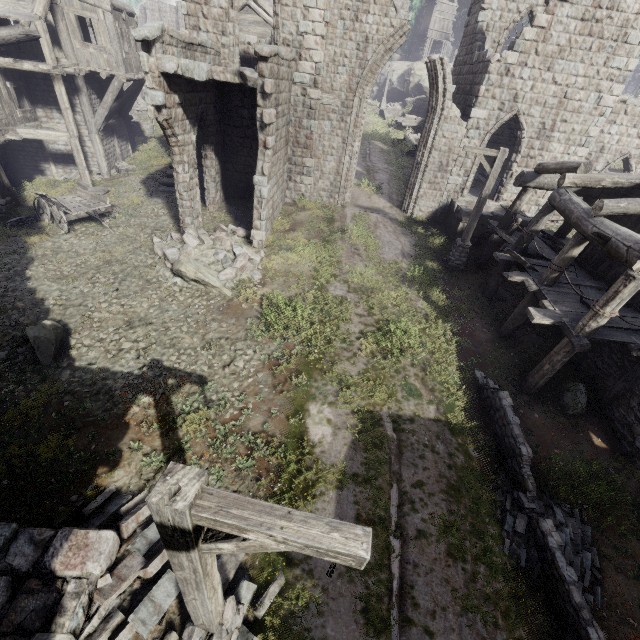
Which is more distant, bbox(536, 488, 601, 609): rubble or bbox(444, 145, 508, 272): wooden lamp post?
bbox(444, 145, 508, 272): wooden lamp post

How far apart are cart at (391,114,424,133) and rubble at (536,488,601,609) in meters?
33.7 m

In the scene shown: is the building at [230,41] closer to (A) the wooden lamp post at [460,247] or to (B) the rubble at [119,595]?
(B) the rubble at [119,595]

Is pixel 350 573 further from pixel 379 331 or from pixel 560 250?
pixel 560 250

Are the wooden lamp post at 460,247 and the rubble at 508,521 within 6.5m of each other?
no

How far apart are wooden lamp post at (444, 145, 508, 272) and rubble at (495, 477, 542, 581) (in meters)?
8.72

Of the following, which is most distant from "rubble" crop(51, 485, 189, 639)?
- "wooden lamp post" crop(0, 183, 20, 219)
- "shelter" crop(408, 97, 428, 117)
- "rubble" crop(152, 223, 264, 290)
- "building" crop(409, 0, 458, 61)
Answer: "building" crop(409, 0, 458, 61)

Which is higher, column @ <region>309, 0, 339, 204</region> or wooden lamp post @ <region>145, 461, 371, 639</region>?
column @ <region>309, 0, 339, 204</region>
